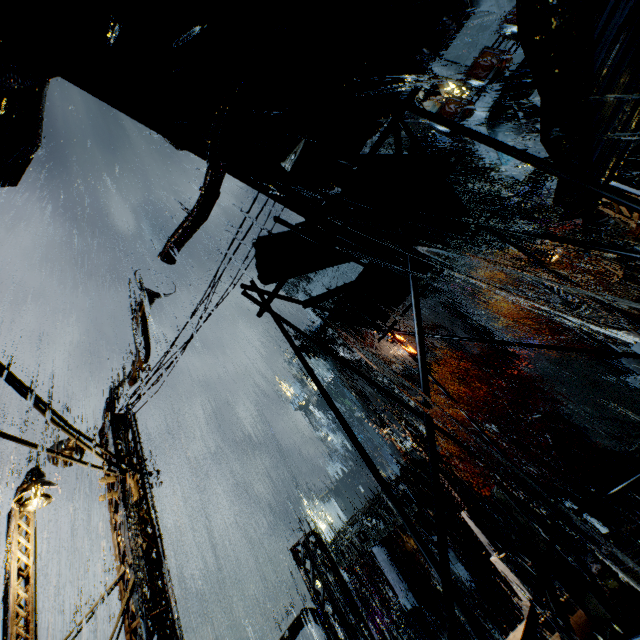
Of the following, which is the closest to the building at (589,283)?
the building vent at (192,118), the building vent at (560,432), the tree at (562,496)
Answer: the building vent at (192,118)

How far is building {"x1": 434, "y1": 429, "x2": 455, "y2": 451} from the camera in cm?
4378

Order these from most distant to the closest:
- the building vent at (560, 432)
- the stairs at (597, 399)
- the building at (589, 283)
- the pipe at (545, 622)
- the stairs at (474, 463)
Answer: the stairs at (474, 463)
the building at (589, 283)
the building vent at (560, 432)
the stairs at (597, 399)
the pipe at (545, 622)

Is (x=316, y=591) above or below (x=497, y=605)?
above

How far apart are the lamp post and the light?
2.2m

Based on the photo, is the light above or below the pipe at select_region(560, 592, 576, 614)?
above

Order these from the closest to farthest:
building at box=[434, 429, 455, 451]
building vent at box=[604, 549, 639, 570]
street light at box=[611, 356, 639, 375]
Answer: building vent at box=[604, 549, 639, 570] → street light at box=[611, 356, 639, 375] → building at box=[434, 429, 455, 451]
